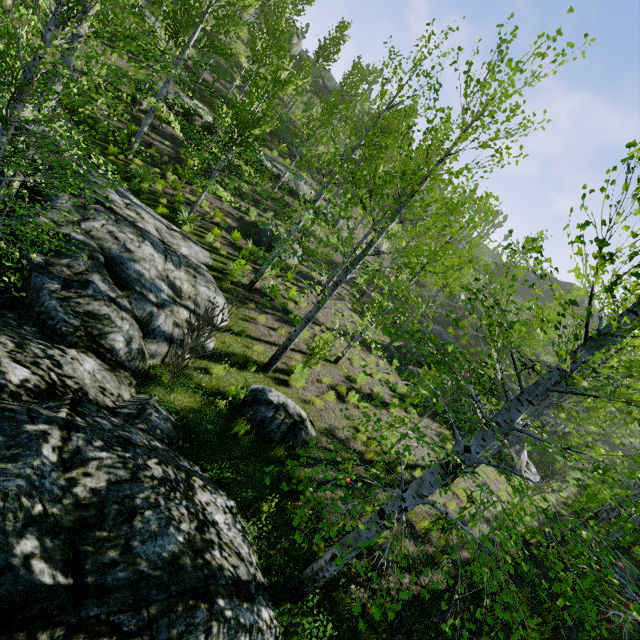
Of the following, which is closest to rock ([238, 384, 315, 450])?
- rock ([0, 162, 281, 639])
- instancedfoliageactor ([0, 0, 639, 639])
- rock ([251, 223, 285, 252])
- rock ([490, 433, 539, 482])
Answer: rock ([0, 162, 281, 639])

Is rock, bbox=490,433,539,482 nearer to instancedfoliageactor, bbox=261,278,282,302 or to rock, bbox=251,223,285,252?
rock, bbox=251,223,285,252

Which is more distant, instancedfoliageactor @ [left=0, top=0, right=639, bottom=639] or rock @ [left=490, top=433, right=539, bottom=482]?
rock @ [left=490, top=433, right=539, bottom=482]

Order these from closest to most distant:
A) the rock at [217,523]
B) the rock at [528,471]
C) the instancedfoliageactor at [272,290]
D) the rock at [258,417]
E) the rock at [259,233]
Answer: the rock at [217,523] → the rock at [258,417] → the instancedfoliageactor at [272,290] → the rock at [528,471] → the rock at [259,233]

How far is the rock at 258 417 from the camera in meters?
6.7 m

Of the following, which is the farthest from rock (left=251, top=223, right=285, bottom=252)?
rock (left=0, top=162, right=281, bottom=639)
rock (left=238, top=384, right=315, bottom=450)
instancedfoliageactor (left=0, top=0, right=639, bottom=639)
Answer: rock (left=238, top=384, right=315, bottom=450)

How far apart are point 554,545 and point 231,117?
25.77m

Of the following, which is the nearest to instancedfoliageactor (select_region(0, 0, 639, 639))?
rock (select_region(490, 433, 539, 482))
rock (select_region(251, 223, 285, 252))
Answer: rock (select_region(251, 223, 285, 252))
